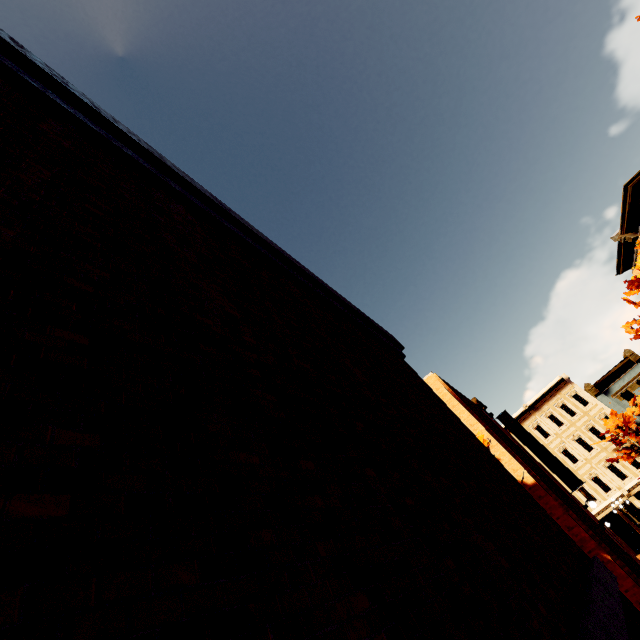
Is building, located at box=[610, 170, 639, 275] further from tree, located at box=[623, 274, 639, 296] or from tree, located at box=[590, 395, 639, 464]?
tree, located at box=[623, 274, 639, 296]

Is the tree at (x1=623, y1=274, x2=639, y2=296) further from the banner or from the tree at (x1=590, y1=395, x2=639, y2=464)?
the tree at (x1=590, y1=395, x2=639, y2=464)

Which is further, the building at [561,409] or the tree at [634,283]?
the building at [561,409]

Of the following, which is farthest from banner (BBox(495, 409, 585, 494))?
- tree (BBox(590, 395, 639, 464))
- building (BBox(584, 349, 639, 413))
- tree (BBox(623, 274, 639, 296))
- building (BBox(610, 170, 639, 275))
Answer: building (BBox(584, 349, 639, 413))

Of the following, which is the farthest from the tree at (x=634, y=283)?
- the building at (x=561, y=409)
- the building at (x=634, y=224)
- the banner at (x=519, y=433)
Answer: the building at (x=561, y=409)

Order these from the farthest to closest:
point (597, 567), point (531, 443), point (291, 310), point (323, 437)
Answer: point (531, 443) → point (597, 567) → point (291, 310) → point (323, 437)

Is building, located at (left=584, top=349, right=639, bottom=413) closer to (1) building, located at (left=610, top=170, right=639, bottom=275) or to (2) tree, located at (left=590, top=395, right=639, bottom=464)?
(2) tree, located at (left=590, top=395, right=639, bottom=464)

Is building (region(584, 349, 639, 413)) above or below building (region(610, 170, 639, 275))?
below
